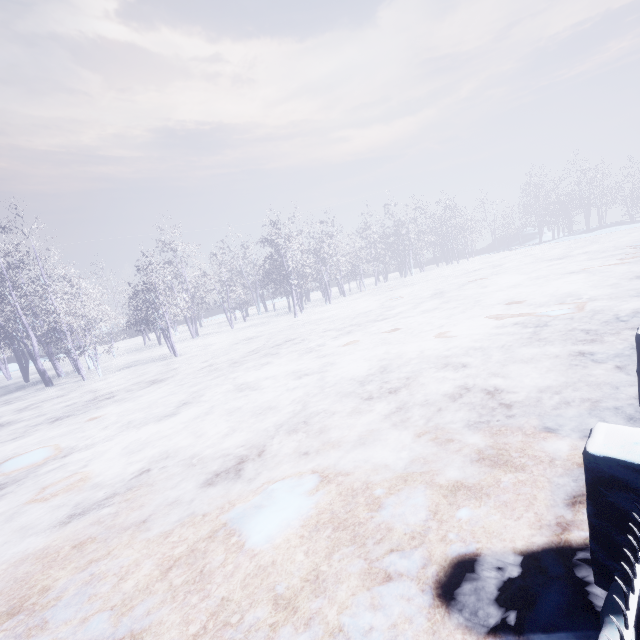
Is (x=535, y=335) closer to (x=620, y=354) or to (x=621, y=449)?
(x=620, y=354)
